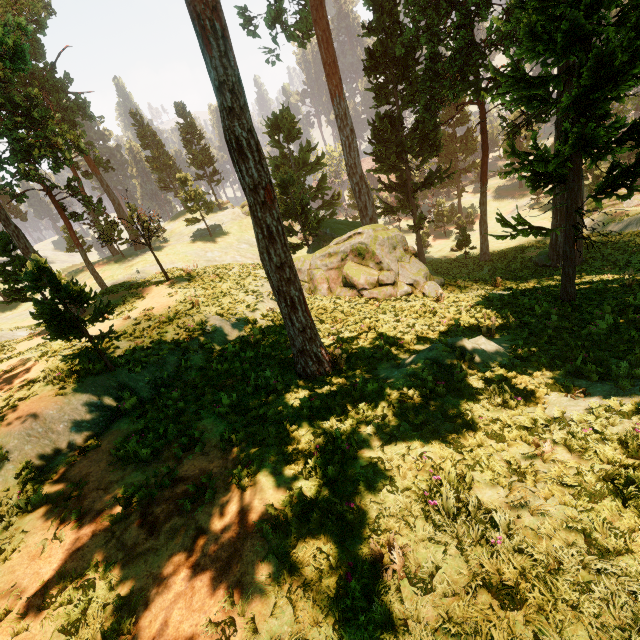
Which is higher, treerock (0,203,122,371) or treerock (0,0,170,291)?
treerock (0,0,170,291)

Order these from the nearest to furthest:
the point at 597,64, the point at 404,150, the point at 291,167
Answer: the point at 597,64
the point at 404,150
the point at 291,167

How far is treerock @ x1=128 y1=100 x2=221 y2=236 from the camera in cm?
4309

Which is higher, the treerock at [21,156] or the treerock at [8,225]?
the treerock at [21,156]

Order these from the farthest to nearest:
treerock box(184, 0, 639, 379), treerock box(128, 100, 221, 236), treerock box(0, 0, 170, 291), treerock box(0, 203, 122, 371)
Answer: treerock box(128, 100, 221, 236), treerock box(0, 0, 170, 291), treerock box(0, 203, 122, 371), treerock box(184, 0, 639, 379)

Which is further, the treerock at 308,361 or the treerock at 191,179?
the treerock at 191,179

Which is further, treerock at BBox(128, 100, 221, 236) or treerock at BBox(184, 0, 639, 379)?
treerock at BBox(128, 100, 221, 236)
